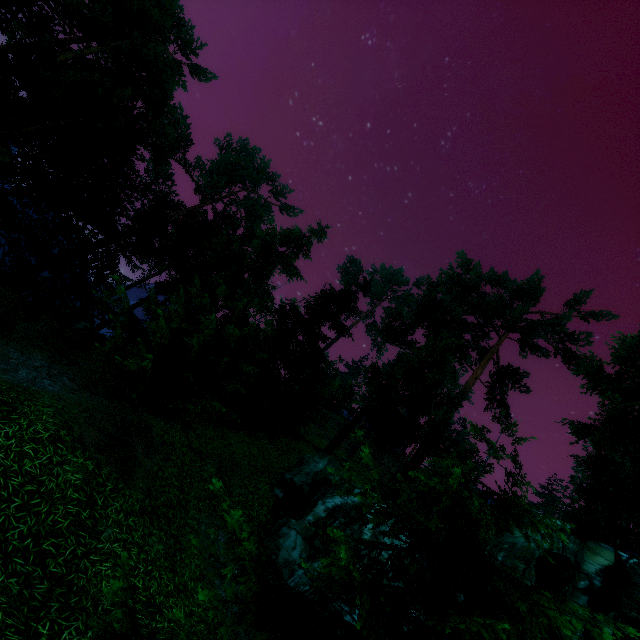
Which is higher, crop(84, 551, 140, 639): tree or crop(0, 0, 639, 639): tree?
crop(0, 0, 639, 639): tree

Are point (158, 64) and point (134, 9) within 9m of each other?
yes

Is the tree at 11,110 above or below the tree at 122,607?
above
